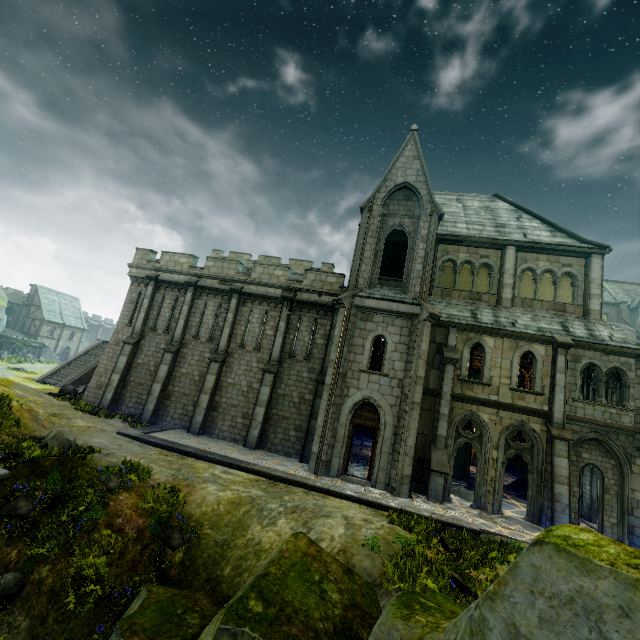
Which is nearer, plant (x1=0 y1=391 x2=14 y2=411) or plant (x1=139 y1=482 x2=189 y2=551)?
plant (x1=139 y1=482 x2=189 y2=551)

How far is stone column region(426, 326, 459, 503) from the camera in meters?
14.4

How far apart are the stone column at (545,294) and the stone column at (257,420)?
16.3 meters

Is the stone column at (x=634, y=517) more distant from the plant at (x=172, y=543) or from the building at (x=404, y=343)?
the plant at (x=172, y=543)

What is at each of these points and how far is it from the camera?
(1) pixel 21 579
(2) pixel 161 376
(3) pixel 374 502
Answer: (1) plant, 7.6m
(2) stone column, 19.4m
(3) wall trim, 12.4m

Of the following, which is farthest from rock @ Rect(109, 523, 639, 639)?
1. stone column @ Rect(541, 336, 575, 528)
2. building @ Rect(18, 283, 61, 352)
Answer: building @ Rect(18, 283, 61, 352)

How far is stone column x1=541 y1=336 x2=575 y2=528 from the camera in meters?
13.3 m

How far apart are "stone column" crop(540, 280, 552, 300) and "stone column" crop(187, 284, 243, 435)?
19.5m
